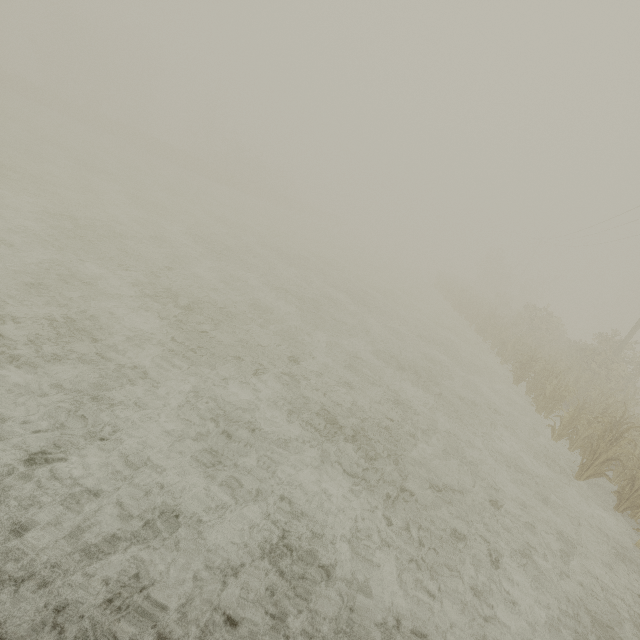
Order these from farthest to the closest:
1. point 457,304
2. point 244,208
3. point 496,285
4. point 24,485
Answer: point 496,285
point 244,208
point 457,304
point 24,485
